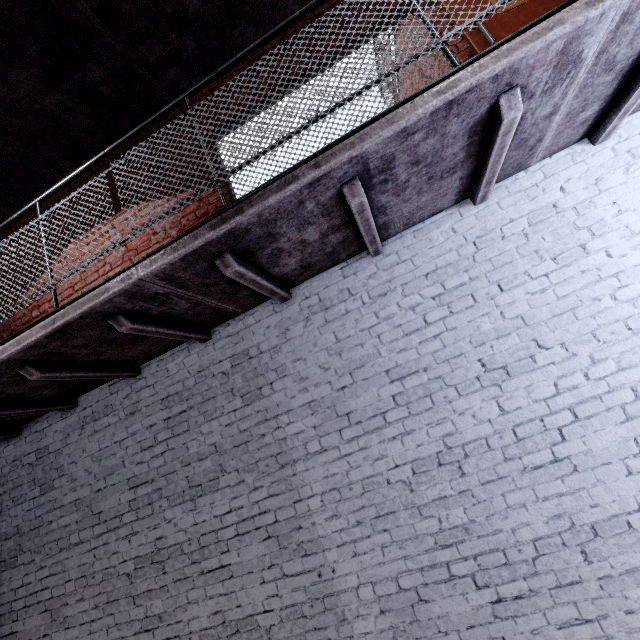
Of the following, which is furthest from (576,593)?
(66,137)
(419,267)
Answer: (66,137)
